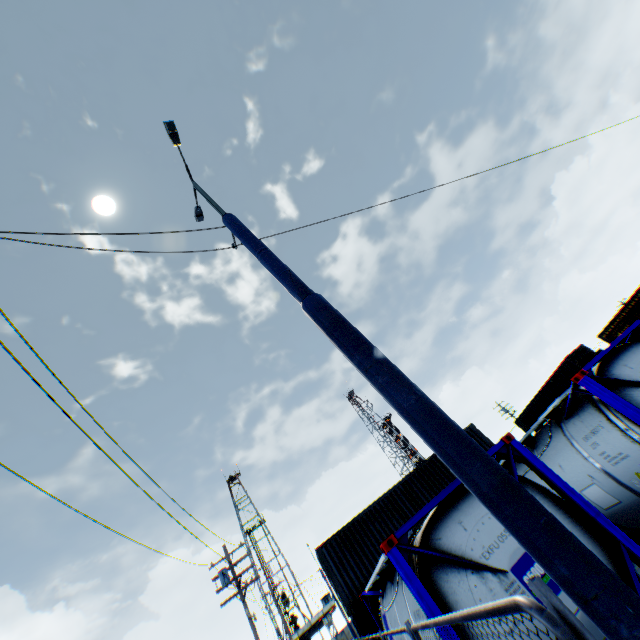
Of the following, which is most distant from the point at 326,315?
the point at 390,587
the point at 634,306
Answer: the point at 634,306

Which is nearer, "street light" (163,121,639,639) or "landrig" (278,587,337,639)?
"street light" (163,121,639,639)

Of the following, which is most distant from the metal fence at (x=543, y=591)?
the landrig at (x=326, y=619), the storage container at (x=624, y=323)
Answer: the storage container at (x=624, y=323)

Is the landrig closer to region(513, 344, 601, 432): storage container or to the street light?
region(513, 344, 601, 432): storage container

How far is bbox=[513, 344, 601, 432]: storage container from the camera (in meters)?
28.39

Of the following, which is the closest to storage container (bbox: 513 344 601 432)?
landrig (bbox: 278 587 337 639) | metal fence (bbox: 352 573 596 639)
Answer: metal fence (bbox: 352 573 596 639)

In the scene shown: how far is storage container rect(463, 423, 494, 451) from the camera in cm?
1989

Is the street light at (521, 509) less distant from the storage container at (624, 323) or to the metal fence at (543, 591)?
the metal fence at (543, 591)
